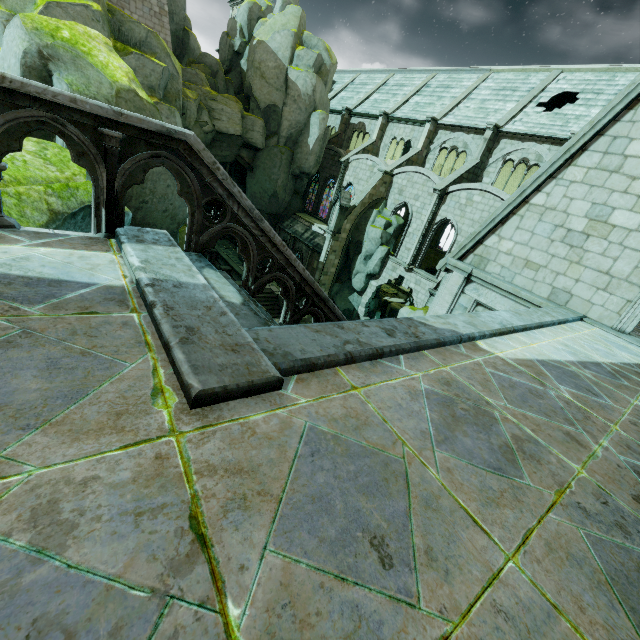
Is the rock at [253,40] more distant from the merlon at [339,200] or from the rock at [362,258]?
the merlon at [339,200]

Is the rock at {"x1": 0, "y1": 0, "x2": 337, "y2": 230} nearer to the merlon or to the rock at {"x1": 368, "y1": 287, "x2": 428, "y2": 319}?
the rock at {"x1": 368, "y1": 287, "x2": 428, "y2": 319}

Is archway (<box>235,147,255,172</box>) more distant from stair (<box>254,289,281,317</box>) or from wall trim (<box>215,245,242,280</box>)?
stair (<box>254,289,281,317</box>)

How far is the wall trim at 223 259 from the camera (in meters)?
33.81

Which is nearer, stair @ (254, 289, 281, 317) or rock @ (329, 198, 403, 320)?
rock @ (329, 198, 403, 320)

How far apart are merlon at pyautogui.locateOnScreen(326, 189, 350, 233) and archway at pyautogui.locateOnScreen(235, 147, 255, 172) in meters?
10.1

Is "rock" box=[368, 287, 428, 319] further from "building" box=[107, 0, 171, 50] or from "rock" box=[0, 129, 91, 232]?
"building" box=[107, 0, 171, 50]

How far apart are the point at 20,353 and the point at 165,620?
1.5m
